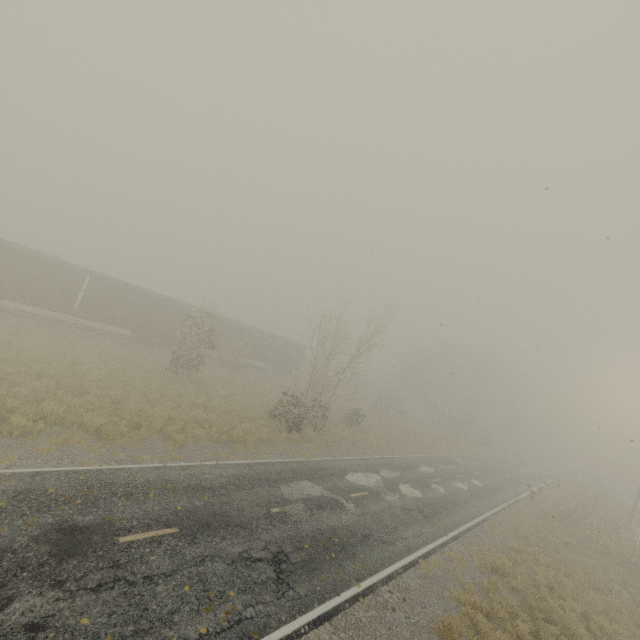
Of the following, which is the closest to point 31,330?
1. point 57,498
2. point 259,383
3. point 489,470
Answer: point 259,383
